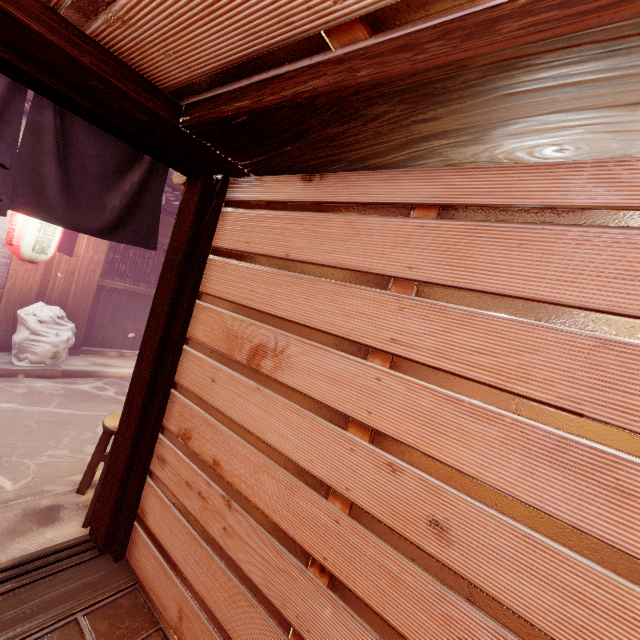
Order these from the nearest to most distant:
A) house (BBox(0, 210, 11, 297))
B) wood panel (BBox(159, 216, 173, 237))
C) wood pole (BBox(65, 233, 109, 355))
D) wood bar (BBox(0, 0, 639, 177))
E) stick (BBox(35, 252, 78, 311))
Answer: wood bar (BBox(0, 0, 639, 177)) → house (BBox(0, 210, 11, 297)) → stick (BBox(35, 252, 78, 311)) → wood pole (BBox(65, 233, 109, 355)) → wood panel (BBox(159, 216, 173, 237))

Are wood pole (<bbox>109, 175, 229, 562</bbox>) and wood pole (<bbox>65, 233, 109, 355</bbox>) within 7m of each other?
no

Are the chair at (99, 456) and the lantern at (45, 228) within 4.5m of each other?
no

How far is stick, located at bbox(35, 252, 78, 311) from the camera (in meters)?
10.47

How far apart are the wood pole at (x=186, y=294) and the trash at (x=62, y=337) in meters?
7.9 m

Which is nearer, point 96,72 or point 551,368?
point 551,368

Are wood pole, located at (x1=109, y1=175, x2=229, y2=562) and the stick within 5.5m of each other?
no

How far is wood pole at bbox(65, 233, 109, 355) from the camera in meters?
11.0
